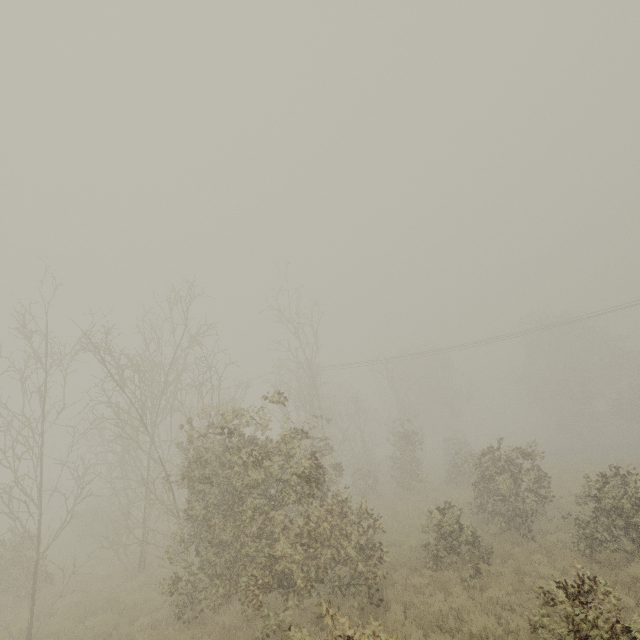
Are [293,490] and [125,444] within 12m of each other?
yes

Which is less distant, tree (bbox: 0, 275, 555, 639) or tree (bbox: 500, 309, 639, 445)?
tree (bbox: 0, 275, 555, 639)

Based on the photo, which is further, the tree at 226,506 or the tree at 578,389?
the tree at 578,389
